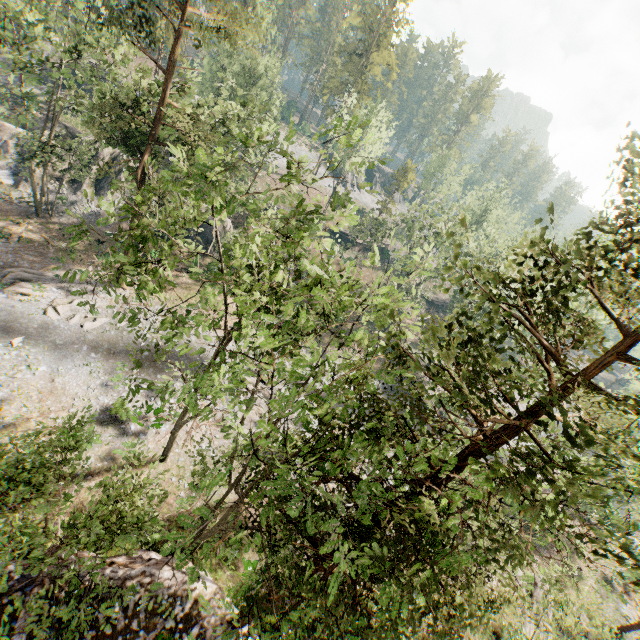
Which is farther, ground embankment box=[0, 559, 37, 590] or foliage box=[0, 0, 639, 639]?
ground embankment box=[0, 559, 37, 590]

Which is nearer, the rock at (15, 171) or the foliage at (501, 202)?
the foliage at (501, 202)

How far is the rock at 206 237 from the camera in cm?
3850

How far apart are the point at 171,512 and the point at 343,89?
63.3 meters

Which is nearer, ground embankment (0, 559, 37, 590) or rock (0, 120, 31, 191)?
ground embankment (0, 559, 37, 590)

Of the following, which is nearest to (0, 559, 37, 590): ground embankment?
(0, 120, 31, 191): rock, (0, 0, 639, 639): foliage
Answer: (0, 0, 639, 639): foliage

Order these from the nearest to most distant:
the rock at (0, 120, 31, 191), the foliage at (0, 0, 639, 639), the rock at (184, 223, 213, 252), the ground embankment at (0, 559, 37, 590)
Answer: the foliage at (0, 0, 639, 639)
the ground embankment at (0, 559, 37, 590)
the rock at (0, 120, 31, 191)
the rock at (184, 223, 213, 252)
